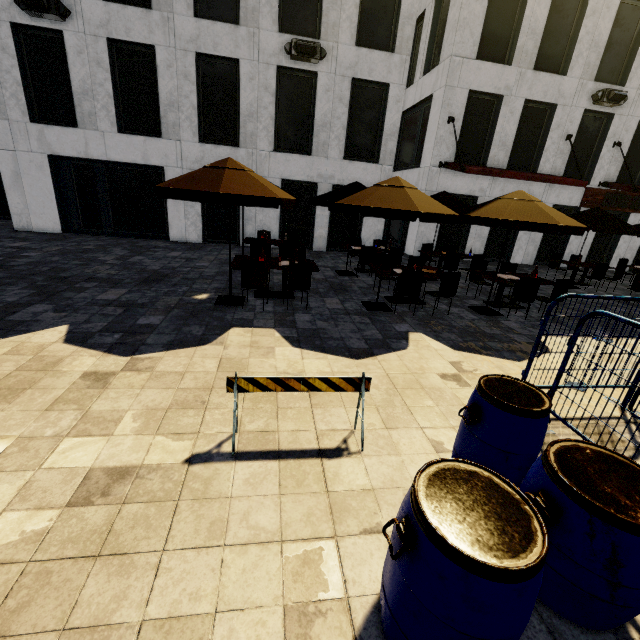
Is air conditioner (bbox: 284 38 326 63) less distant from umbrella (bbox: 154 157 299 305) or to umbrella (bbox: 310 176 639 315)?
umbrella (bbox: 154 157 299 305)

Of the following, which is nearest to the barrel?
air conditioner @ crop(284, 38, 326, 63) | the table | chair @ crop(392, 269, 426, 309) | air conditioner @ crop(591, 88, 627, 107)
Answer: chair @ crop(392, 269, 426, 309)

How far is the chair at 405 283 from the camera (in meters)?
7.15

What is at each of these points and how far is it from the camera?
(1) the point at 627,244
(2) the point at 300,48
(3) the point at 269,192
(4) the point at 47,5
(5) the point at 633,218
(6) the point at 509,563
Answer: (1) building, 17.05m
(2) air conditioner, 11.43m
(3) umbrella, 5.78m
(4) air conditioner, 10.20m
(5) building, 16.53m
(6) barrel, 1.37m

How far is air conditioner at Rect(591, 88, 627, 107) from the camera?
13.5m

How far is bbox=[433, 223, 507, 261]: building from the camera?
15.6m

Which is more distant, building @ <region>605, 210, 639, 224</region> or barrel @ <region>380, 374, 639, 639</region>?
building @ <region>605, 210, 639, 224</region>

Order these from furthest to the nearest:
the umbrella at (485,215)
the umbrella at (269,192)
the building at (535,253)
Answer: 1. the building at (535,253)
2. the umbrella at (485,215)
3. the umbrella at (269,192)
